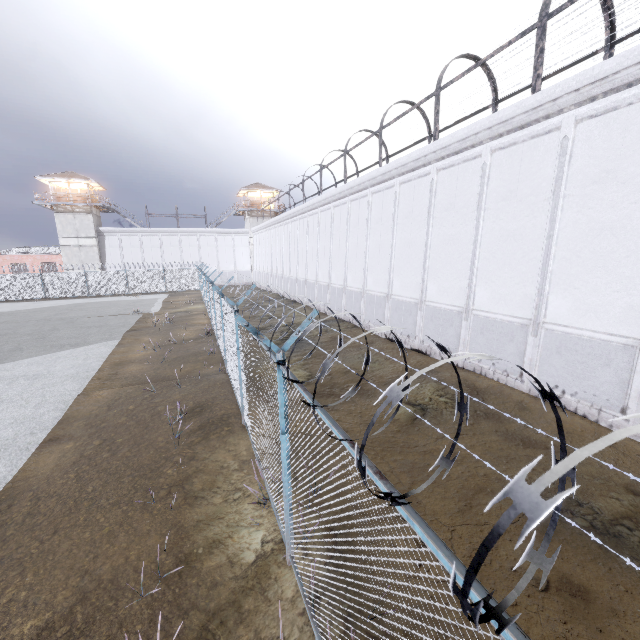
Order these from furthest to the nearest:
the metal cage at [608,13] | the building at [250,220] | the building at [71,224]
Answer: the building at [250,220] < the building at [71,224] < the metal cage at [608,13]

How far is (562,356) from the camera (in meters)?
8.61

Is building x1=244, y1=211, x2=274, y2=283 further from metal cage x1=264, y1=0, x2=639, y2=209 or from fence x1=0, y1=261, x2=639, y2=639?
metal cage x1=264, y1=0, x2=639, y2=209

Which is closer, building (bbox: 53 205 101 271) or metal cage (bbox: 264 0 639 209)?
metal cage (bbox: 264 0 639 209)

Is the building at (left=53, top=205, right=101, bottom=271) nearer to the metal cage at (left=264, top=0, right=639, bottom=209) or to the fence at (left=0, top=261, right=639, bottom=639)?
the fence at (left=0, top=261, right=639, bottom=639)

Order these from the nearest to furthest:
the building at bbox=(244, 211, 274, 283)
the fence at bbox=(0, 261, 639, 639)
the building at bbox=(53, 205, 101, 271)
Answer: the fence at bbox=(0, 261, 639, 639) < the building at bbox=(53, 205, 101, 271) < the building at bbox=(244, 211, 274, 283)

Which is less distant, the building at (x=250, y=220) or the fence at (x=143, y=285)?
the fence at (x=143, y=285)

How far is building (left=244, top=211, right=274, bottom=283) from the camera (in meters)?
48.66
